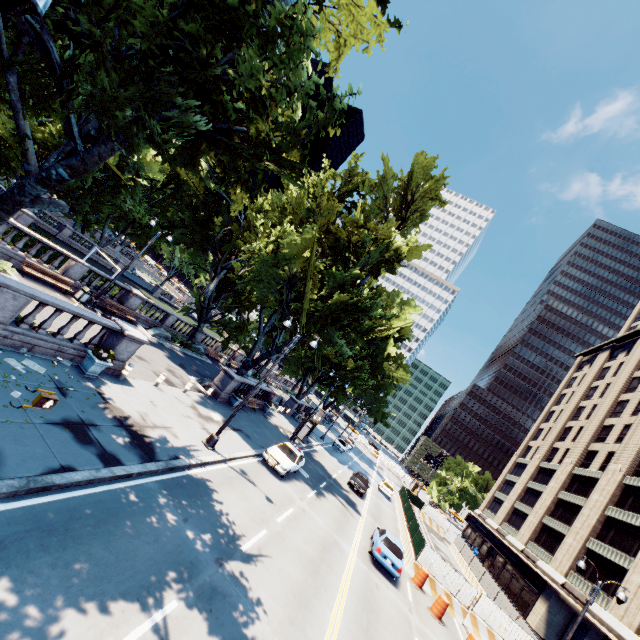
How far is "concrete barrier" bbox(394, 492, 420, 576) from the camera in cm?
2127

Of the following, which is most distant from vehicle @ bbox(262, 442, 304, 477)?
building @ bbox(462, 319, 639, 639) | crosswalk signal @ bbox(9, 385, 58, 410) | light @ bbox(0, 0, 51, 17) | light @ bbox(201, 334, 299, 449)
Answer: building @ bbox(462, 319, 639, 639)

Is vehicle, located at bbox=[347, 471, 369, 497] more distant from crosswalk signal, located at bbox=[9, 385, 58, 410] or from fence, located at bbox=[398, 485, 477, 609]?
crosswalk signal, located at bbox=[9, 385, 58, 410]

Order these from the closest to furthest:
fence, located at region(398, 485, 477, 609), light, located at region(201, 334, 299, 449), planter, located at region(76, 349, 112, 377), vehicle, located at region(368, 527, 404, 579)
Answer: planter, located at region(76, 349, 112, 377), light, located at region(201, 334, 299, 449), vehicle, located at region(368, 527, 404, 579), fence, located at region(398, 485, 477, 609)

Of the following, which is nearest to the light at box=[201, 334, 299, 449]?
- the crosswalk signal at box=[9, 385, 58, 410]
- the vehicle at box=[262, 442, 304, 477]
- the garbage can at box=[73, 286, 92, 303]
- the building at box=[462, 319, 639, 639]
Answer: the vehicle at box=[262, 442, 304, 477]

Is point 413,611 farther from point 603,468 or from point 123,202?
point 123,202

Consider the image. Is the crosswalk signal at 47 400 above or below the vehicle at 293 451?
above

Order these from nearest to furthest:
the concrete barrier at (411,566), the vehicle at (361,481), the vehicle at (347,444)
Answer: the concrete barrier at (411,566), the vehicle at (361,481), the vehicle at (347,444)
